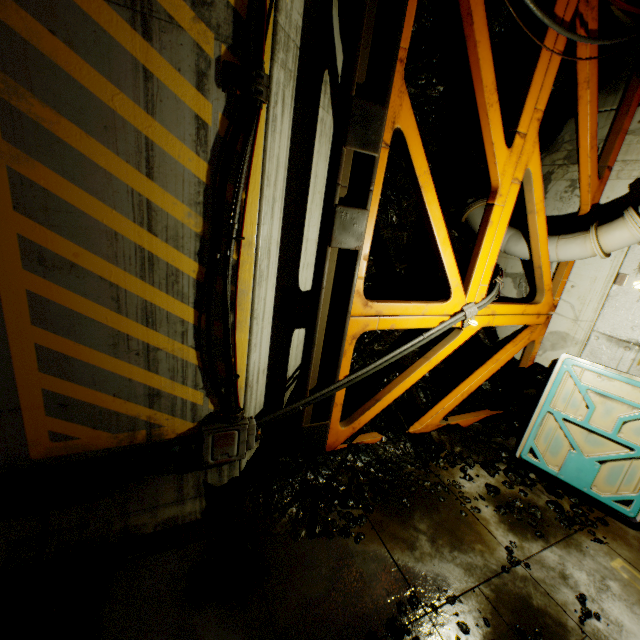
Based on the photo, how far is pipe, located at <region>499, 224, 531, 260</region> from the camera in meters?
5.8 m

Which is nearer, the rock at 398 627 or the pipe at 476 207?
the rock at 398 627

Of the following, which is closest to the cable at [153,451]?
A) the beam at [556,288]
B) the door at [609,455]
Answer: the beam at [556,288]

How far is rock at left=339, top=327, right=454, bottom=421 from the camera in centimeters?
582cm

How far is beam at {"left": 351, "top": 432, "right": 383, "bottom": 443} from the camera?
5.2m

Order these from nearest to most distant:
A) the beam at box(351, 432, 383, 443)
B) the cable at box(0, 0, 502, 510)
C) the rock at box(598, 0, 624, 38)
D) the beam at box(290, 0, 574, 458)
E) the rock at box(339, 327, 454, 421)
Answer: the cable at box(0, 0, 502, 510) → the beam at box(290, 0, 574, 458) → the rock at box(598, 0, 624, 38) → the beam at box(351, 432, 383, 443) → the rock at box(339, 327, 454, 421)

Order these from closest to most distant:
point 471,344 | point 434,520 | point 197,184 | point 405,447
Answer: point 197,184, point 434,520, point 405,447, point 471,344
